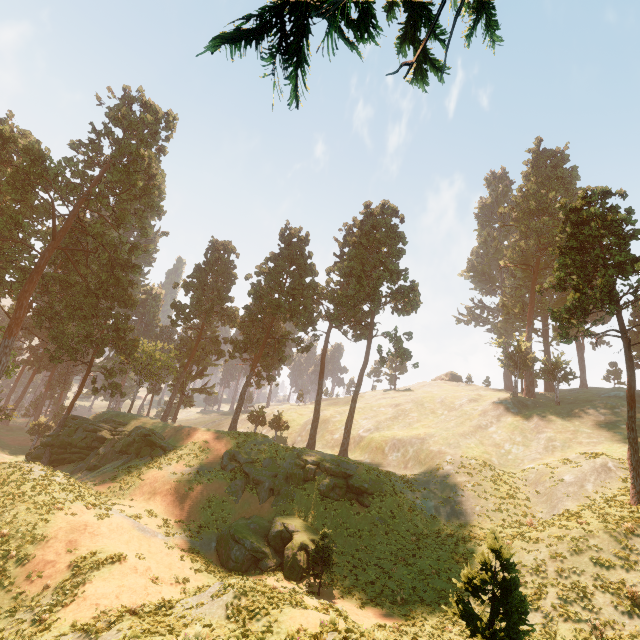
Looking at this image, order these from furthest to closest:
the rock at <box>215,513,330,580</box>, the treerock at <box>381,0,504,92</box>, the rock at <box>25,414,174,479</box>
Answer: the rock at <box>25,414,174,479</box>
the rock at <box>215,513,330,580</box>
the treerock at <box>381,0,504,92</box>

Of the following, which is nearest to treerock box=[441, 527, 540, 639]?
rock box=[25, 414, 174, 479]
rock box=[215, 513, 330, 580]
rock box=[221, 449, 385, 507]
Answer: rock box=[25, 414, 174, 479]

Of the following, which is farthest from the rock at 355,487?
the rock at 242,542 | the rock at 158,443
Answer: the rock at 158,443

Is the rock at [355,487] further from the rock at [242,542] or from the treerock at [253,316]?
the treerock at [253,316]

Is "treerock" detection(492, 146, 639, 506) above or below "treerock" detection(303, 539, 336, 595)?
above

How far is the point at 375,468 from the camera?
33.4 meters

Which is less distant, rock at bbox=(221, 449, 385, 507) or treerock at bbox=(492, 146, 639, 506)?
treerock at bbox=(492, 146, 639, 506)
